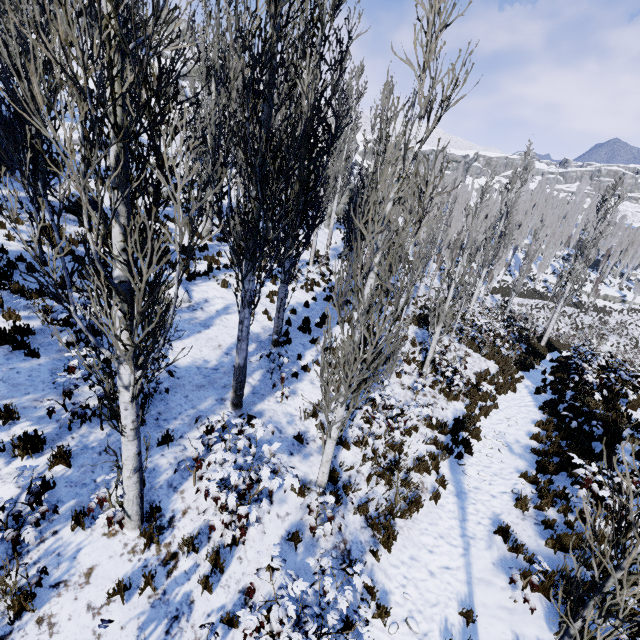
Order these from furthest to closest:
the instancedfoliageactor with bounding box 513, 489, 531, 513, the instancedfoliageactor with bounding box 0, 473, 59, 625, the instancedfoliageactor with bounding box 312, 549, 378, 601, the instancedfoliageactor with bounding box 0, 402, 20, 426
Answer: the instancedfoliageactor with bounding box 513, 489, 531, 513
the instancedfoliageactor with bounding box 0, 402, 20, 426
the instancedfoliageactor with bounding box 312, 549, 378, 601
the instancedfoliageactor with bounding box 0, 473, 59, 625

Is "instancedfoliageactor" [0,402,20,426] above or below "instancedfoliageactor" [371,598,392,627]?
above

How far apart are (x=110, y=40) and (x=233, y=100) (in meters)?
3.71

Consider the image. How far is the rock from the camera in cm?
4597

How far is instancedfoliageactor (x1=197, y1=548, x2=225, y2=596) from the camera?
4.8m

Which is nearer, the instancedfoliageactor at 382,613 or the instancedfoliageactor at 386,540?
the instancedfoliageactor at 382,613
